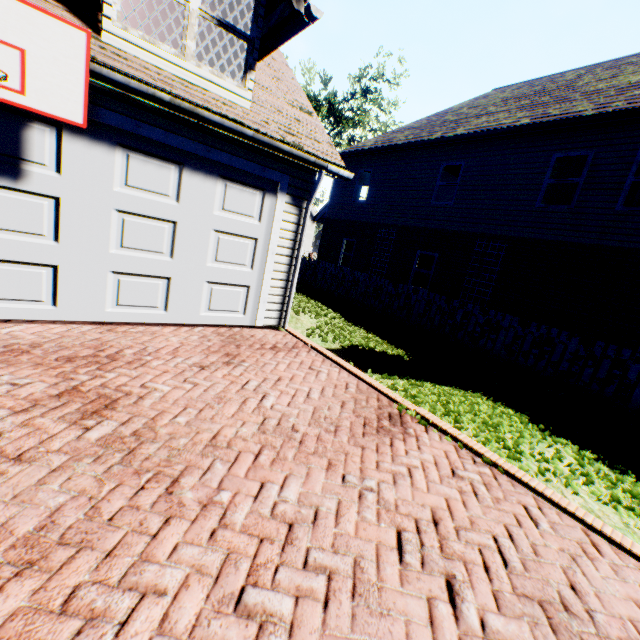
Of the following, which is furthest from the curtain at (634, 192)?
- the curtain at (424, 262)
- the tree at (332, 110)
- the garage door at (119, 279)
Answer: the tree at (332, 110)

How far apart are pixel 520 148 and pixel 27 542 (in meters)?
14.00

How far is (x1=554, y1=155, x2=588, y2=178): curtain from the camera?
9.7m

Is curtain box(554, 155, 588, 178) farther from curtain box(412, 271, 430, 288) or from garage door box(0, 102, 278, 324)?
garage door box(0, 102, 278, 324)

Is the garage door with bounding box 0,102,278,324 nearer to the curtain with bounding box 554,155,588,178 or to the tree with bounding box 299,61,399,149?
the curtain with bounding box 554,155,588,178

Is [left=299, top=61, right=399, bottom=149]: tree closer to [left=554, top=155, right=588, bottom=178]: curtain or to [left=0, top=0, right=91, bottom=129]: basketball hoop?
[left=554, top=155, right=588, bottom=178]: curtain

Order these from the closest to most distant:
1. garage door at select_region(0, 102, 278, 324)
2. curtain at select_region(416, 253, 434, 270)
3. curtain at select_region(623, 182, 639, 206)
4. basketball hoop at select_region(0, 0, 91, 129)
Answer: basketball hoop at select_region(0, 0, 91, 129), garage door at select_region(0, 102, 278, 324), curtain at select_region(623, 182, 639, 206), curtain at select_region(416, 253, 434, 270)

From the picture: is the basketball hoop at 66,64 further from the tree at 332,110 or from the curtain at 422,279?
the tree at 332,110
